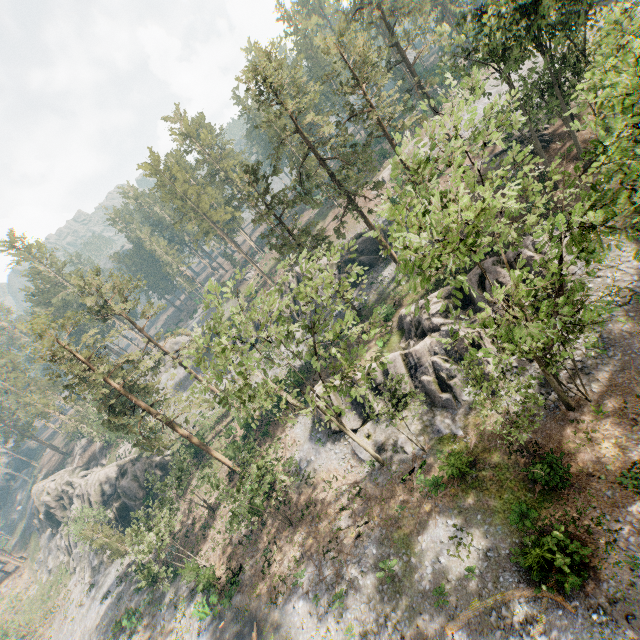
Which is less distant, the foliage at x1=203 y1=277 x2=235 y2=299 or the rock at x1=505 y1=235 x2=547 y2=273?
the foliage at x1=203 y1=277 x2=235 y2=299

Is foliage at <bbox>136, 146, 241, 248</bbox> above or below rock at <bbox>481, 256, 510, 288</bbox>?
above

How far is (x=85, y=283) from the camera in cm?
3784

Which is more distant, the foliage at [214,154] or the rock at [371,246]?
the foliage at [214,154]

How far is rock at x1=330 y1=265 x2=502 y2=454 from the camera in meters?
25.6 m

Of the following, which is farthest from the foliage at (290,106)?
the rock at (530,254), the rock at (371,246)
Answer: the rock at (371,246)

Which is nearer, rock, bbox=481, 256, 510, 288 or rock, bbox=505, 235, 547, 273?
rock, bbox=505, 235, 547, 273

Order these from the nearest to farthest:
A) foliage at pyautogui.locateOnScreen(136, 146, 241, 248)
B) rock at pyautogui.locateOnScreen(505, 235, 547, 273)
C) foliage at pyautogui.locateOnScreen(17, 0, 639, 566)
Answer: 1. foliage at pyautogui.locateOnScreen(17, 0, 639, 566)
2. rock at pyautogui.locateOnScreen(505, 235, 547, 273)
3. foliage at pyautogui.locateOnScreen(136, 146, 241, 248)
